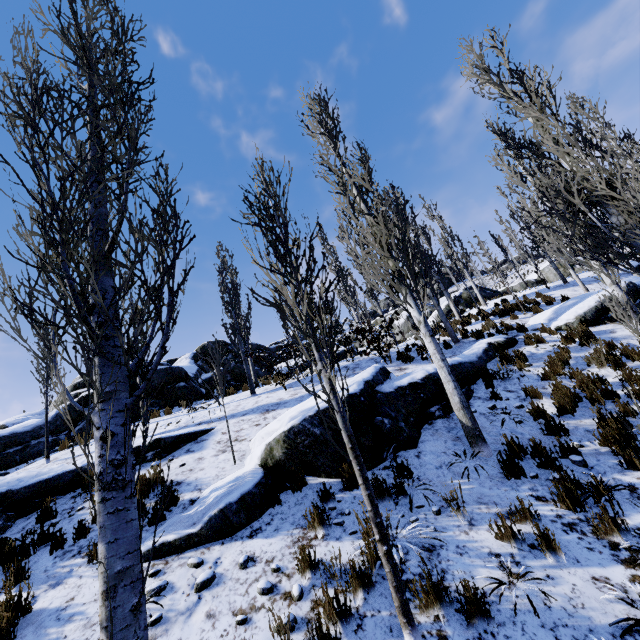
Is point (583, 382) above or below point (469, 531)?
above

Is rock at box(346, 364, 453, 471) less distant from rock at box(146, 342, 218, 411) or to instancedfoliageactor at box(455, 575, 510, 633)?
instancedfoliageactor at box(455, 575, 510, 633)

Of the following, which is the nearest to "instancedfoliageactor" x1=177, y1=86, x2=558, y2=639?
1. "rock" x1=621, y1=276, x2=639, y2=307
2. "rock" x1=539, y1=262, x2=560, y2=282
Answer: "rock" x1=621, y1=276, x2=639, y2=307

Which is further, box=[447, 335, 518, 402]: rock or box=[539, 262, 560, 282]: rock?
box=[539, 262, 560, 282]: rock

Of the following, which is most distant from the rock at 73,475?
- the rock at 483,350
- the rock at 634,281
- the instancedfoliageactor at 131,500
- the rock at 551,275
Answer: the rock at 634,281

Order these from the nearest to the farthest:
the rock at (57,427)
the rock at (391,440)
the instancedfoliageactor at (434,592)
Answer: the instancedfoliageactor at (434,592)
the rock at (391,440)
the rock at (57,427)

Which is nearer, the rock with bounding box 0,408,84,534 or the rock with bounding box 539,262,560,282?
the rock with bounding box 0,408,84,534

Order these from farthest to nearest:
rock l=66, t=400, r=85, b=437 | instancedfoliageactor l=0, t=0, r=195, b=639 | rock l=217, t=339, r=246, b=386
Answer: rock l=217, t=339, r=246, b=386, rock l=66, t=400, r=85, b=437, instancedfoliageactor l=0, t=0, r=195, b=639
